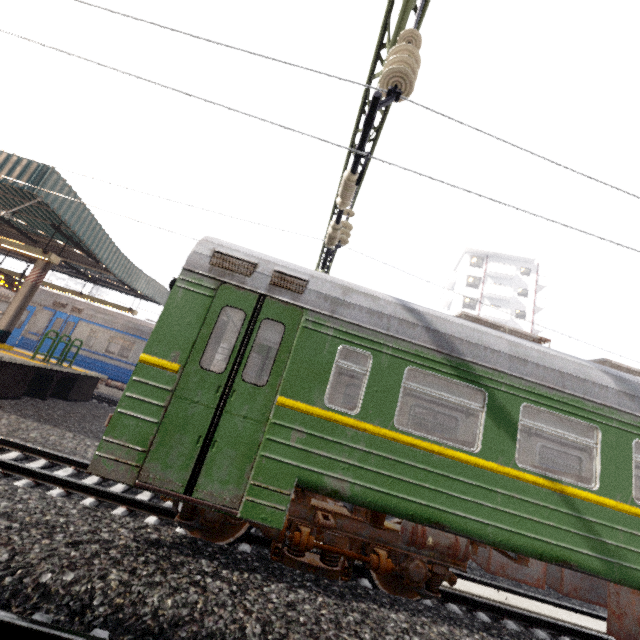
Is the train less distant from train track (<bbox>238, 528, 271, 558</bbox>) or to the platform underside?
train track (<bbox>238, 528, 271, 558</bbox>)

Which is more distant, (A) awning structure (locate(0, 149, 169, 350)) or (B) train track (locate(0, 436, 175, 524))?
(A) awning structure (locate(0, 149, 169, 350))

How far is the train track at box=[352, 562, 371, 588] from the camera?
5.00m

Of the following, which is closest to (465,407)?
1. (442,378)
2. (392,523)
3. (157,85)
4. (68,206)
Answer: (442,378)

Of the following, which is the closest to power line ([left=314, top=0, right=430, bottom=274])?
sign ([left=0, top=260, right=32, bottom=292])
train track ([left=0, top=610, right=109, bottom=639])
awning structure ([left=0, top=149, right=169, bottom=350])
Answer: train track ([left=0, top=610, right=109, bottom=639])

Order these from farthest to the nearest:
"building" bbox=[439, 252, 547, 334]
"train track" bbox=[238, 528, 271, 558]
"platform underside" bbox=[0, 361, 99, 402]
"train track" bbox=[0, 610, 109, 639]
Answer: "building" bbox=[439, 252, 547, 334] → "platform underside" bbox=[0, 361, 99, 402] → "train track" bbox=[238, 528, 271, 558] → "train track" bbox=[0, 610, 109, 639]

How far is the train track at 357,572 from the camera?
5.0 meters

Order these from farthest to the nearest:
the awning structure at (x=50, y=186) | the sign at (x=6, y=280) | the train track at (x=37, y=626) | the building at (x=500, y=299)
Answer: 1. the building at (x=500, y=299)
2. the sign at (x=6, y=280)
3. the awning structure at (x=50, y=186)
4. the train track at (x=37, y=626)
